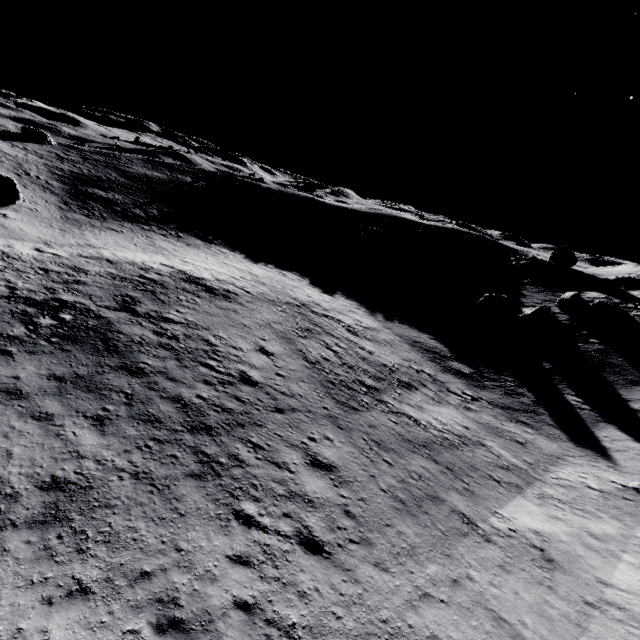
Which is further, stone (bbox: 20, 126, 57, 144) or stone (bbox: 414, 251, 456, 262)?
stone (bbox: 414, 251, 456, 262)

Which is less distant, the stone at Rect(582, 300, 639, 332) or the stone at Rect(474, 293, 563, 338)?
the stone at Rect(582, 300, 639, 332)

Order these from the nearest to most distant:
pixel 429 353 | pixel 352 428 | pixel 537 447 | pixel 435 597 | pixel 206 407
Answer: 1. pixel 435 597
2. pixel 206 407
3. pixel 352 428
4. pixel 537 447
5. pixel 429 353

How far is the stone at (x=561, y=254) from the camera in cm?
4819

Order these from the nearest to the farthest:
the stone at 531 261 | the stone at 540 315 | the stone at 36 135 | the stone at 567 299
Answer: the stone at 540 315, the stone at 567 299, the stone at 36 135, the stone at 531 261

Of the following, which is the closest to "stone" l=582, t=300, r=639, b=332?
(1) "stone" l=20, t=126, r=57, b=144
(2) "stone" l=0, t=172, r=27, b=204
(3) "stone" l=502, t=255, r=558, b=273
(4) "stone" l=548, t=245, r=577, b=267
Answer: (3) "stone" l=502, t=255, r=558, b=273

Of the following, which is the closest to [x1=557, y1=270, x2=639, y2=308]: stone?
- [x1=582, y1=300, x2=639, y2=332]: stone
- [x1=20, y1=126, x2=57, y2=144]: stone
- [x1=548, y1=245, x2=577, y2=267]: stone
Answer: [x1=582, y1=300, x2=639, y2=332]: stone

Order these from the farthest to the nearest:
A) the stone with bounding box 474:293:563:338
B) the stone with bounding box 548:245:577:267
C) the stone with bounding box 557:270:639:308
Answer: the stone with bounding box 548:245:577:267
the stone with bounding box 557:270:639:308
the stone with bounding box 474:293:563:338
